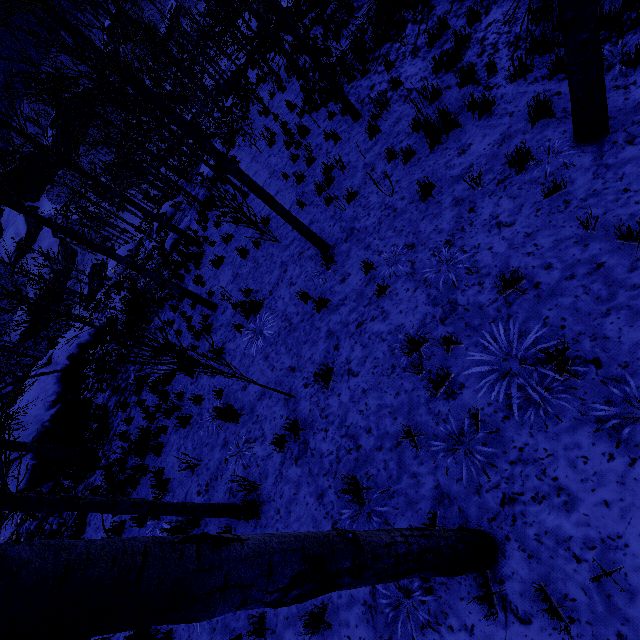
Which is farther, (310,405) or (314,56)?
(314,56)

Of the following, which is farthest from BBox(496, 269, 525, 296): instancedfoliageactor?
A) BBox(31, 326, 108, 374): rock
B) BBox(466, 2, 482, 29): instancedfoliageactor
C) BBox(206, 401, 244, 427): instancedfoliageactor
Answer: BBox(31, 326, 108, 374): rock

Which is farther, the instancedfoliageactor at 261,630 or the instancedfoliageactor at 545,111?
the instancedfoliageactor at 545,111

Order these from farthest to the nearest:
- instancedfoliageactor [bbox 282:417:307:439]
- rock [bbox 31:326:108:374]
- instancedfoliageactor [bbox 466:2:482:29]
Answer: rock [bbox 31:326:108:374]
instancedfoliageactor [bbox 466:2:482:29]
instancedfoliageactor [bbox 282:417:307:439]

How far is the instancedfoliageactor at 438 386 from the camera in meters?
3.8

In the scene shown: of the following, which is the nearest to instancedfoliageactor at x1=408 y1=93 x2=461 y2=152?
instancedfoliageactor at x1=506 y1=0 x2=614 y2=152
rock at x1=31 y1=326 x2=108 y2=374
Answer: Answer: instancedfoliageactor at x1=506 y1=0 x2=614 y2=152

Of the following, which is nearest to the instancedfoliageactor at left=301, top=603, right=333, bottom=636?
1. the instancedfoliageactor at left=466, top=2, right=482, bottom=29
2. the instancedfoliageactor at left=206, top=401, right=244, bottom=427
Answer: the instancedfoliageactor at left=206, top=401, right=244, bottom=427

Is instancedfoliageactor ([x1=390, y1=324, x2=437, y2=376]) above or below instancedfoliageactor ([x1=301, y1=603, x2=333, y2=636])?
below
